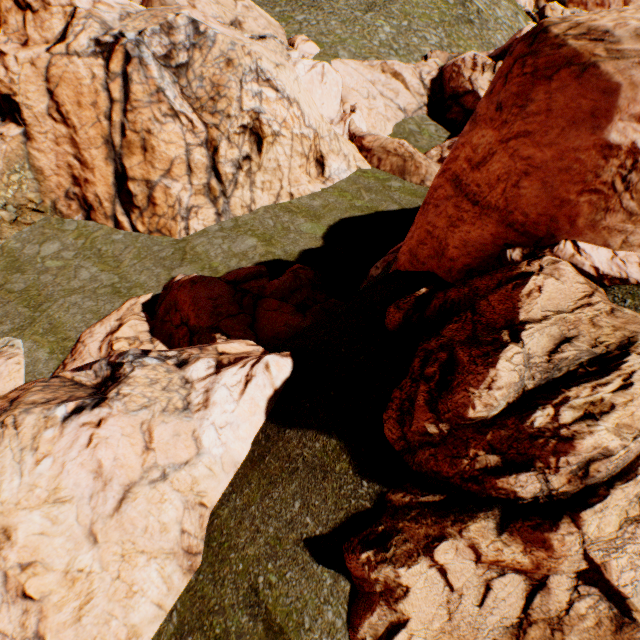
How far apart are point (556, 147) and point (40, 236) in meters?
19.9 m

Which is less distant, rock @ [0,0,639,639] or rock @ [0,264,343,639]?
rock @ [0,0,639,639]

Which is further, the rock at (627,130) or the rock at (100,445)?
the rock at (100,445)
